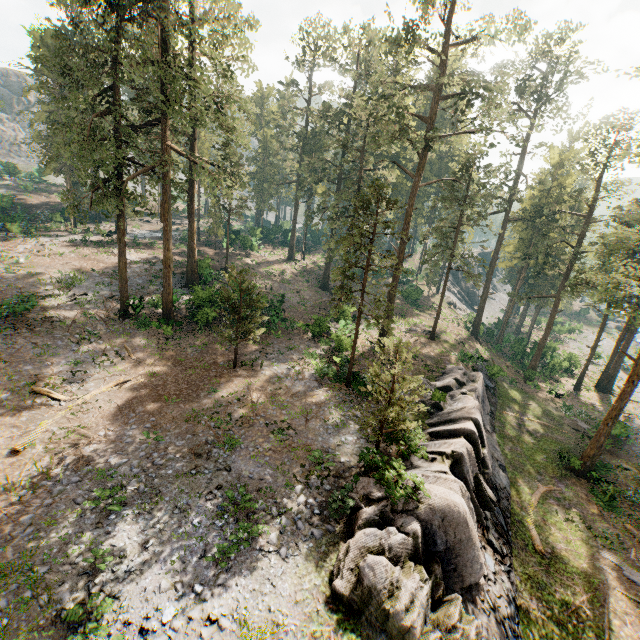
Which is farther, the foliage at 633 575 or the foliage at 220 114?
the foliage at 220 114

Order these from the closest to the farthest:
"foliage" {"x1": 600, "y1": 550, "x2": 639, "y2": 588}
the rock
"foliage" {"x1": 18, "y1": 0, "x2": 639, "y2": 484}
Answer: the rock → "foliage" {"x1": 600, "y1": 550, "x2": 639, "y2": 588} → "foliage" {"x1": 18, "y1": 0, "x2": 639, "y2": 484}

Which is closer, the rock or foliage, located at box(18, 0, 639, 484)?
the rock

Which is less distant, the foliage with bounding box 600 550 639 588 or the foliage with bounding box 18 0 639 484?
the foliage with bounding box 600 550 639 588

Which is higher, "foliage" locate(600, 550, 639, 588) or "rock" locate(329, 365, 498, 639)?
"rock" locate(329, 365, 498, 639)

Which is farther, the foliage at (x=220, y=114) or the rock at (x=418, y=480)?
the foliage at (x=220, y=114)

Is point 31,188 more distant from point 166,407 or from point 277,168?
point 166,407
